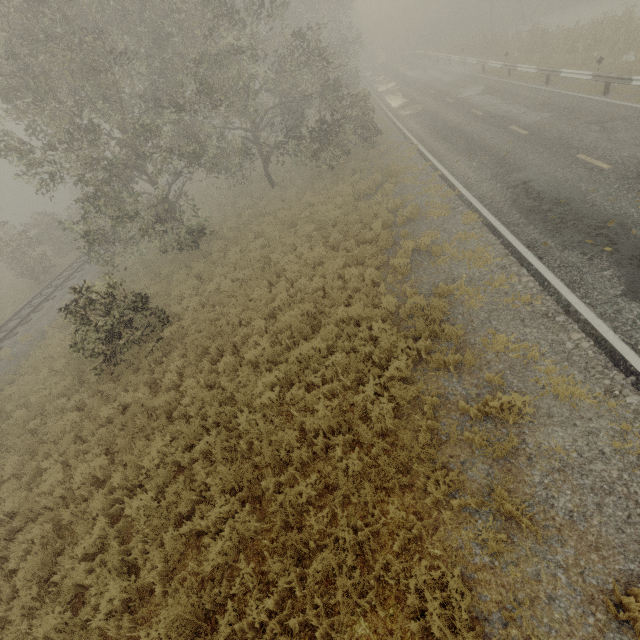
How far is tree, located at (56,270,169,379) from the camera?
9.9m

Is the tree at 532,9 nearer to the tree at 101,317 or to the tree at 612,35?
the tree at 612,35

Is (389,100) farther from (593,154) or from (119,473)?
(119,473)

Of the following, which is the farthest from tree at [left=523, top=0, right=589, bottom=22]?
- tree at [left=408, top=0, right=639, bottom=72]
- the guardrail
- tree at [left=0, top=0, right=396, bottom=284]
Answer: tree at [left=0, top=0, right=396, bottom=284]

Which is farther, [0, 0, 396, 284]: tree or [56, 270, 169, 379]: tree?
[0, 0, 396, 284]: tree

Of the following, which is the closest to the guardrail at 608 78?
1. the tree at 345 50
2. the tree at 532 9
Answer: the tree at 532 9
